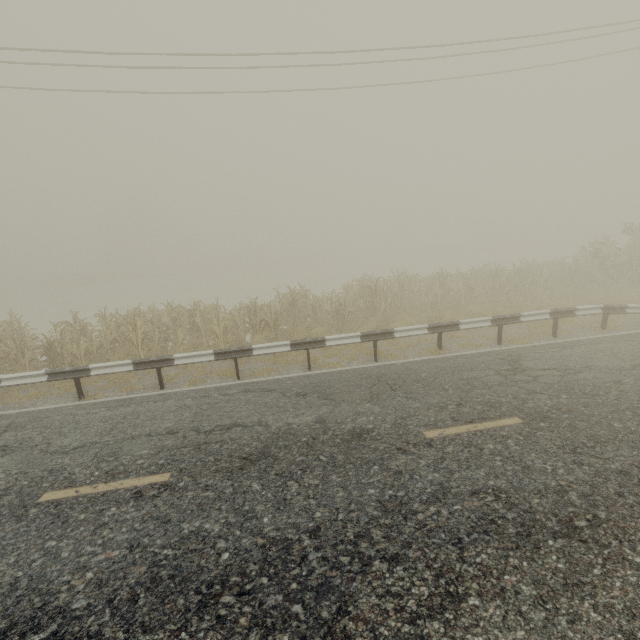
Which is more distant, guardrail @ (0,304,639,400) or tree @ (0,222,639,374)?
tree @ (0,222,639,374)

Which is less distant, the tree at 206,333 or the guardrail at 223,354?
the guardrail at 223,354

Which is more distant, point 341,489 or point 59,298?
point 59,298
